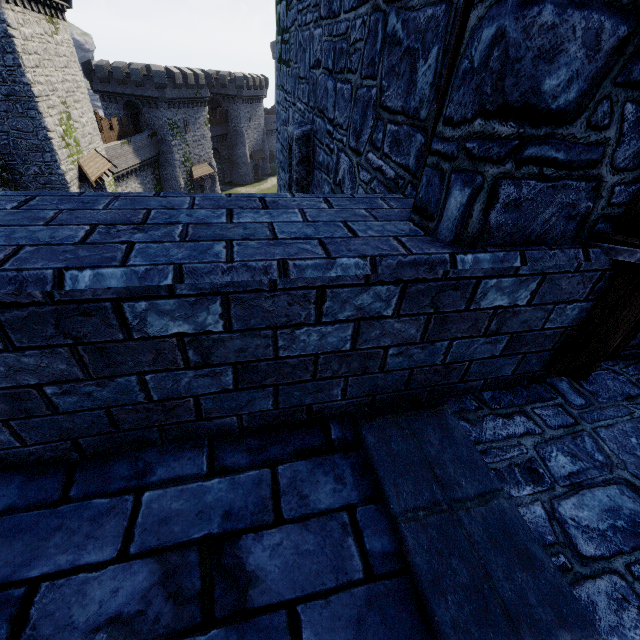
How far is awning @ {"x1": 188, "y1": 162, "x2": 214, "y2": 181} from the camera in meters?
47.3 m

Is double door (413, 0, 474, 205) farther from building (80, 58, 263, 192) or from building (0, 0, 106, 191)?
building (80, 58, 263, 192)

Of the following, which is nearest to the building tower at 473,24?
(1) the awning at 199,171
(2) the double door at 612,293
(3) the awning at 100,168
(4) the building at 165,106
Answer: (2) the double door at 612,293

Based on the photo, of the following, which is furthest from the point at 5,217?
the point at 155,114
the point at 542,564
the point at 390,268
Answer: the point at 155,114

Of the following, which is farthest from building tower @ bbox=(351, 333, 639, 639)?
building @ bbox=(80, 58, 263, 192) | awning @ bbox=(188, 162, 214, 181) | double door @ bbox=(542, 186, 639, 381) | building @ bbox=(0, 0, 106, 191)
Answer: awning @ bbox=(188, 162, 214, 181)

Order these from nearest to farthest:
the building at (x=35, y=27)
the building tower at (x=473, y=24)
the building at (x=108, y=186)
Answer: the building tower at (x=473, y=24)
the building at (x=35, y=27)
the building at (x=108, y=186)

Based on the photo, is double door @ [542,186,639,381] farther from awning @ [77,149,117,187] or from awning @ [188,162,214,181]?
awning @ [188,162,214,181]

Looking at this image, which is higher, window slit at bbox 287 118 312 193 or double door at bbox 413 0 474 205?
double door at bbox 413 0 474 205
